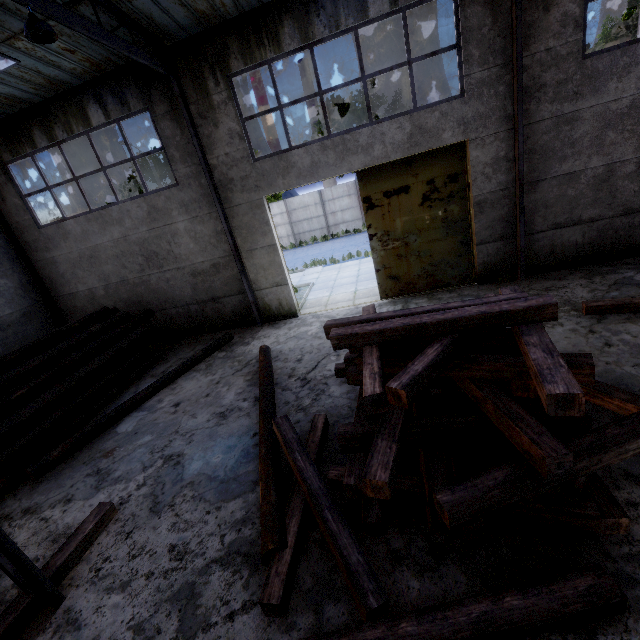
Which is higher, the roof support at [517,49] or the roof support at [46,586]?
the roof support at [517,49]

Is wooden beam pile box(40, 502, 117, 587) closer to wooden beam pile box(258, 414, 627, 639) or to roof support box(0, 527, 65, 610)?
roof support box(0, 527, 65, 610)

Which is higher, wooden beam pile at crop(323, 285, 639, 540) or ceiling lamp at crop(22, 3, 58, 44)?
ceiling lamp at crop(22, 3, 58, 44)

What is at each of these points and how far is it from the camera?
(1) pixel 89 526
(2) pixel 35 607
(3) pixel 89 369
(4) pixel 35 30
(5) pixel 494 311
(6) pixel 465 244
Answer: (1) wooden beam pile, 4.5 meters
(2) wooden beam pile, 3.7 meters
(3) log pile, 8.1 meters
(4) ceiling lamp, 4.9 meters
(5) wooden beam pile, 3.7 meters
(6) door, 9.2 meters

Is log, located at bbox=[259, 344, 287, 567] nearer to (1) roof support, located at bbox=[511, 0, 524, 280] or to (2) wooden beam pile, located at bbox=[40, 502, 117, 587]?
(2) wooden beam pile, located at bbox=[40, 502, 117, 587]

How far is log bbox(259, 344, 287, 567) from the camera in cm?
354

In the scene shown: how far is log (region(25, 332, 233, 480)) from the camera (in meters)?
6.18

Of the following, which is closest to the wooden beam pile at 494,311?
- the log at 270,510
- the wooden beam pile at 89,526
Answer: the log at 270,510
